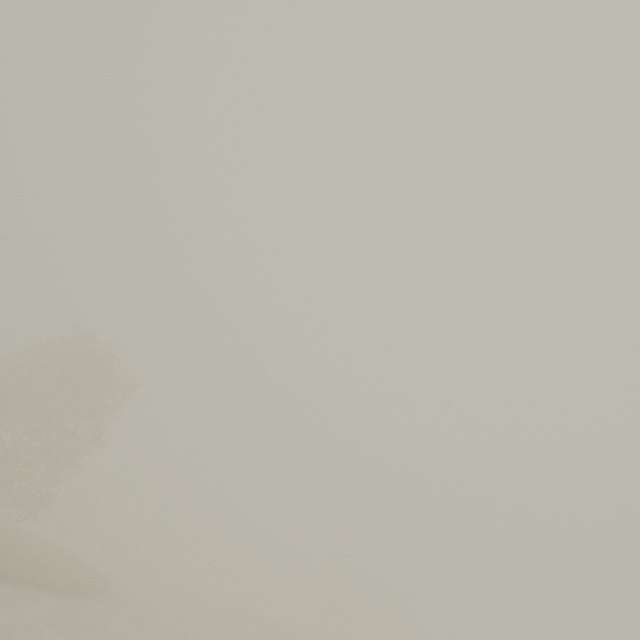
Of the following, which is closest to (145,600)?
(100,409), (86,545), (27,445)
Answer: (100,409)
